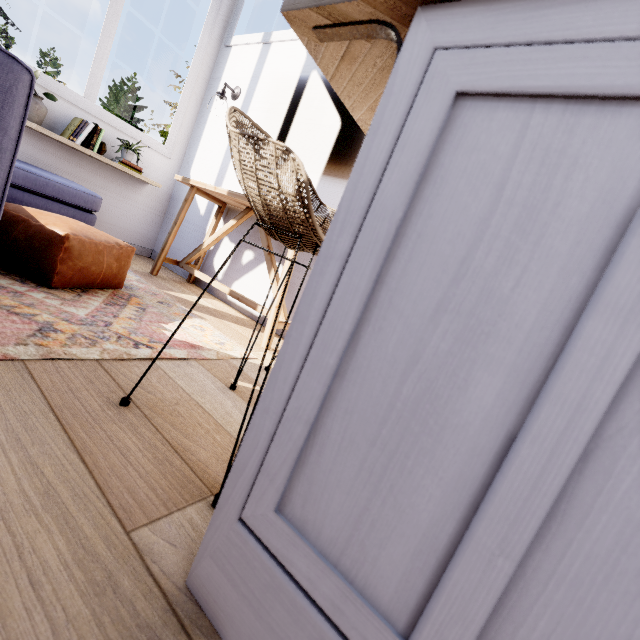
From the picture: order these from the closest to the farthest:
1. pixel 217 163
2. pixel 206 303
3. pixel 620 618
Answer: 1. pixel 620 618
2. pixel 206 303
3. pixel 217 163

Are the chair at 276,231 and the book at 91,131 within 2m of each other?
no

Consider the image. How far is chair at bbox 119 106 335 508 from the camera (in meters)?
0.74

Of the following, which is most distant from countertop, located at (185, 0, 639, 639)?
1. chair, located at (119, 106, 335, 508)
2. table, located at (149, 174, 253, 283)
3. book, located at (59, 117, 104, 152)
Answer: book, located at (59, 117, 104, 152)

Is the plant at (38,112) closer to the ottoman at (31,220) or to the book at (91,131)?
the book at (91,131)

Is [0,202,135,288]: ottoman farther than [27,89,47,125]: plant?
No

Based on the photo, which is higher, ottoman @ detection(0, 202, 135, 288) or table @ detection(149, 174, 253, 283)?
table @ detection(149, 174, 253, 283)

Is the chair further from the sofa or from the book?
the book
